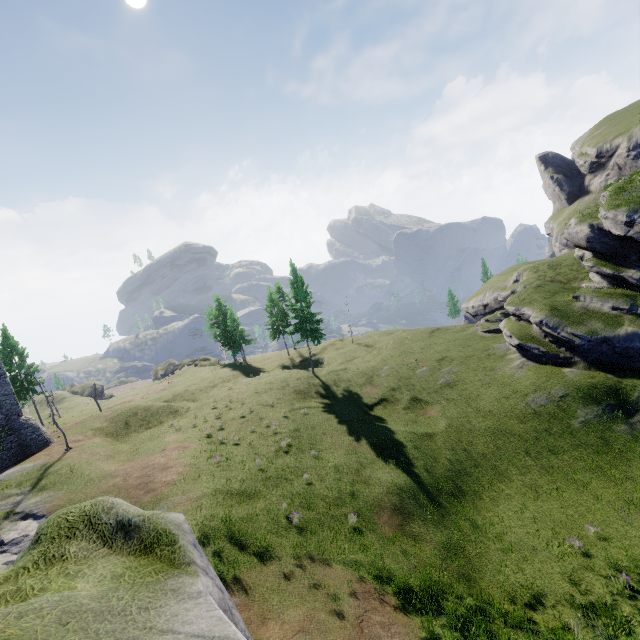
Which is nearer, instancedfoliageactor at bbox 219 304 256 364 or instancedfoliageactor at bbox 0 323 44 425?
instancedfoliageactor at bbox 0 323 44 425

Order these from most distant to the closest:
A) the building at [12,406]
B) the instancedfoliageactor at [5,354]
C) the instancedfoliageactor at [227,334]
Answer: the instancedfoliageactor at [227,334] < the instancedfoliageactor at [5,354] < the building at [12,406]

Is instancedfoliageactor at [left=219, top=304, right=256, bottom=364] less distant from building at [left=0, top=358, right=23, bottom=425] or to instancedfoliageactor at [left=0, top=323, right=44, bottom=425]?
instancedfoliageactor at [left=0, top=323, right=44, bottom=425]

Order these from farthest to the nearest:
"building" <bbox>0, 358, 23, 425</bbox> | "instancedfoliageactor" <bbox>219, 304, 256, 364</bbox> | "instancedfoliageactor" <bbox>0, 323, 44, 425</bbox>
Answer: "instancedfoliageactor" <bbox>219, 304, 256, 364</bbox>, "instancedfoliageactor" <bbox>0, 323, 44, 425</bbox>, "building" <bbox>0, 358, 23, 425</bbox>

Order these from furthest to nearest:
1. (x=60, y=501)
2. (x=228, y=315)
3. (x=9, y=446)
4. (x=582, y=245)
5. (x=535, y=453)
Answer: (x=228, y=315), (x=582, y=245), (x=9, y=446), (x=535, y=453), (x=60, y=501)

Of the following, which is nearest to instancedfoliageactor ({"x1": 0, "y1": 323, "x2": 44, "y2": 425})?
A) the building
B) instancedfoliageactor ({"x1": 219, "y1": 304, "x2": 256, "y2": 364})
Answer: the building

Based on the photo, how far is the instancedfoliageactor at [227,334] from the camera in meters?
55.8 m
